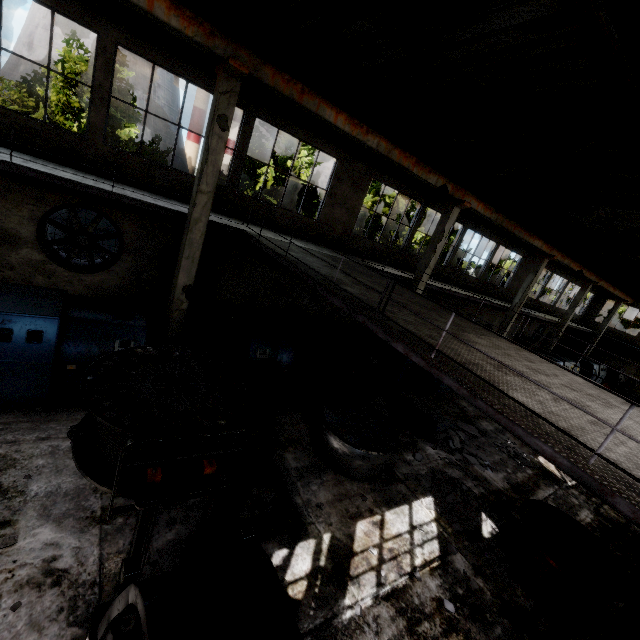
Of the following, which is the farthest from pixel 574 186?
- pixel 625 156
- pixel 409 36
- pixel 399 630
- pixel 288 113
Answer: pixel 399 630

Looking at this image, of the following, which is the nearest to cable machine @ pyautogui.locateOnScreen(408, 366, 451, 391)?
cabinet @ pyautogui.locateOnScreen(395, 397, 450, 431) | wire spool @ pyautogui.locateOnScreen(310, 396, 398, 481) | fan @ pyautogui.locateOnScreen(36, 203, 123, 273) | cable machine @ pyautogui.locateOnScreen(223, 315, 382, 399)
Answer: cabinet @ pyautogui.locateOnScreen(395, 397, 450, 431)

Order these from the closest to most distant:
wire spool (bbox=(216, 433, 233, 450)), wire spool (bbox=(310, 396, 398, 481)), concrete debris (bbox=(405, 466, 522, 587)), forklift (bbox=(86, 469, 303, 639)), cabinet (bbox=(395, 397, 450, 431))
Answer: forklift (bbox=(86, 469, 303, 639)) < wire spool (bbox=(216, 433, 233, 450)) < concrete debris (bbox=(405, 466, 522, 587)) < wire spool (bbox=(310, 396, 398, 481)) < cabinet (bbox=(395, 397, 450, 431))

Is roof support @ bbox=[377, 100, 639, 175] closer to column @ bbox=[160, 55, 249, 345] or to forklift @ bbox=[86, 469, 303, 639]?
column @ bbox=[160, 55, 249, 345]

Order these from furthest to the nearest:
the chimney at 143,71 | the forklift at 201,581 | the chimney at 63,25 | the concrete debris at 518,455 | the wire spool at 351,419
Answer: the chimney at 143,71, the chimney at 63,25, the concrete debris at 518,455, the wire spool at 351,419, the forklift at 201,581

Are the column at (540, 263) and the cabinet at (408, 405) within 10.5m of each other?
no

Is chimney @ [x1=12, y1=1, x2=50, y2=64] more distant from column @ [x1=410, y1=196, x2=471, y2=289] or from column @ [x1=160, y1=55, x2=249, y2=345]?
column @ [x1=410, y1=196, x2=471, y2=289]

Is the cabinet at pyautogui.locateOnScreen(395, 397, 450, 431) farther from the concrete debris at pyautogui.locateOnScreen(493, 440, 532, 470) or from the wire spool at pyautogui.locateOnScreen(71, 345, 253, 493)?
the wire spool at pyautogui.locateOnScreen(71, 345, 253, 493)
